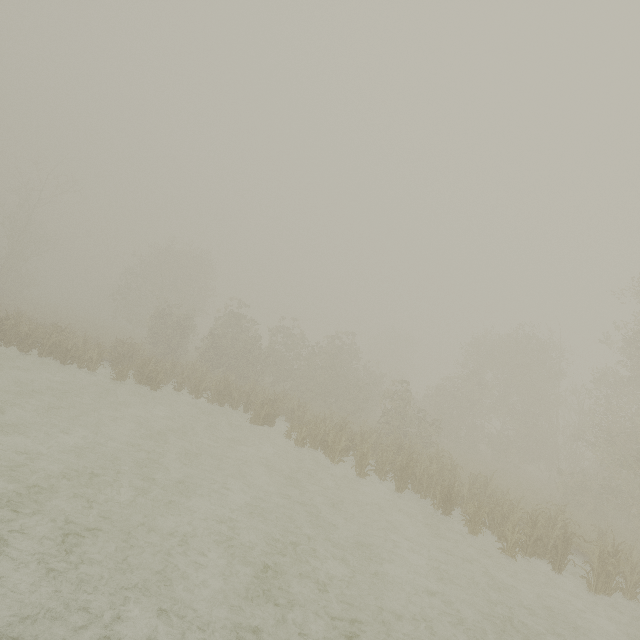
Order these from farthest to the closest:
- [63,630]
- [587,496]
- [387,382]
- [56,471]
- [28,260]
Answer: [387,382] → [28,260] → [587,496] → [56,471] → [63,630]
